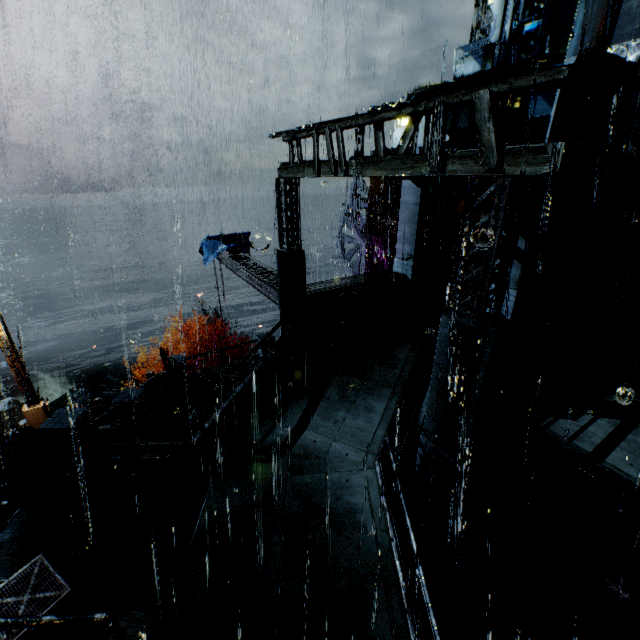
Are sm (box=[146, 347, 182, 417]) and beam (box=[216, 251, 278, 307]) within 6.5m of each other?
yes

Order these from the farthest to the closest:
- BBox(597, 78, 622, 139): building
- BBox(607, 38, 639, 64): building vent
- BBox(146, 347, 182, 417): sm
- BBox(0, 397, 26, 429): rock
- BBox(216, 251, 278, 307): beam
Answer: BBox(0, 397, 26, 429): rock
BBox(607, 38, 639, 64): building vent
BBox(216, 251, 278, 307): beam
BBox(146, 347, 182, 417): sm
BBox(597, 78, 622, 139): building

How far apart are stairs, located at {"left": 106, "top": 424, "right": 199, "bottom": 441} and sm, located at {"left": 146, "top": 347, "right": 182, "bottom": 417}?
1.9m

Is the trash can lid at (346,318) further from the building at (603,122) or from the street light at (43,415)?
the street light at (43,415)

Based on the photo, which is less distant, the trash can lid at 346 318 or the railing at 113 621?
the railing at 113 621

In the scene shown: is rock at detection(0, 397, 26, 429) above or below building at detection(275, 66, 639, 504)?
below

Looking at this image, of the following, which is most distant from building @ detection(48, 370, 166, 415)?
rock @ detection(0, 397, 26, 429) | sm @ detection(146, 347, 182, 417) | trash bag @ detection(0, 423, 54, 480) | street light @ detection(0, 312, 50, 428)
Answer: rock @ detection(0, 397, 26, 429)

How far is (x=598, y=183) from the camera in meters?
12.6 m
